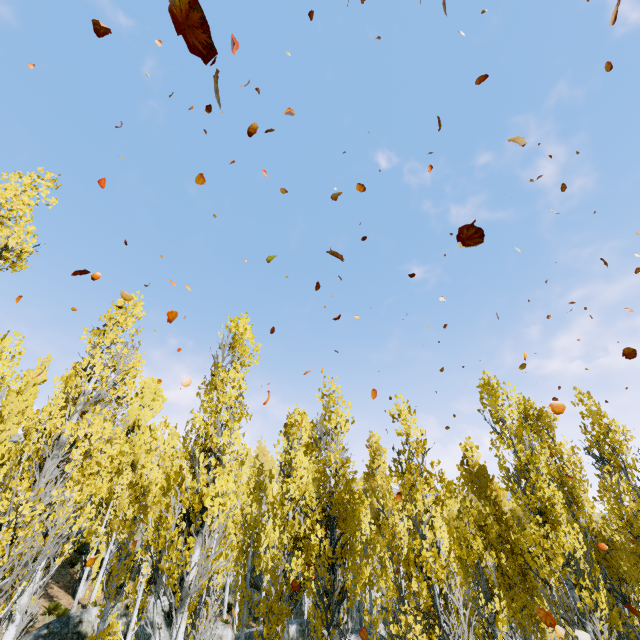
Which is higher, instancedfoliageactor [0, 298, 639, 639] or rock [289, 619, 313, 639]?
instancedfoliageactor [0, 298, 639, 639]

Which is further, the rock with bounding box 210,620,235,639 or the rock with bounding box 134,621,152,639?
the rock with bounding box 210,620,235,639

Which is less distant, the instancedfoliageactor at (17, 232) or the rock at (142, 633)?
the instancedfoliageactor at (17, 232)

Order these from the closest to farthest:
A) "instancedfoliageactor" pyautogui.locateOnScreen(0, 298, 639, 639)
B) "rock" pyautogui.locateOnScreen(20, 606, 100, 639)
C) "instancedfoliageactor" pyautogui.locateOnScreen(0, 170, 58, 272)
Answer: "instancedfoliageactor" pyautogui.locateOnScreen(0, 298, 639, 639) → "instancedfoliageactor" pyautogui.locateOnScreen(0, 170, 58, 272) → "rock" pyautogui.locateOnScreen(20, 606, 100, 639)

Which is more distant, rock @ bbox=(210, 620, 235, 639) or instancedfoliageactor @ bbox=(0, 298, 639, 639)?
rock @ bbox=(210, 620, 235, 639)

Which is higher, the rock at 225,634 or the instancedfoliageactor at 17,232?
the instancedfoliageactor at 17,232

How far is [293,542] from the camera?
13.1 meters
